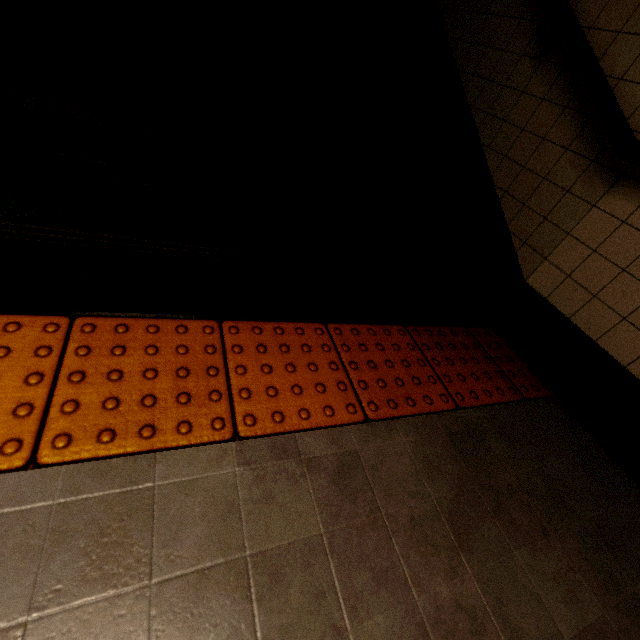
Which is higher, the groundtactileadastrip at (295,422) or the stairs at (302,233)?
the stairs at (302,233)

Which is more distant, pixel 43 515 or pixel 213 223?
pixel 213 223

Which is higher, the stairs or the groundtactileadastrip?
the stairs
